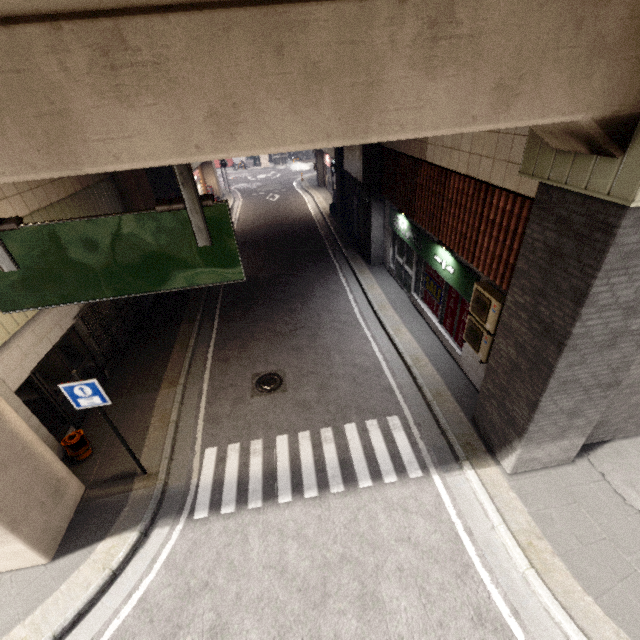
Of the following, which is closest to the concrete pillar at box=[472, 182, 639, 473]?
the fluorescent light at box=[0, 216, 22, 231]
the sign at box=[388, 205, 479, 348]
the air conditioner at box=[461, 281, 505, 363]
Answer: the air conditioner at box=[461, 281, 505, 363]

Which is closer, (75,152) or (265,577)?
(75,152)

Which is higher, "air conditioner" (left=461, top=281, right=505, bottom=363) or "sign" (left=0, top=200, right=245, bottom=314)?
"sign" (left=0, top=200, right=245, bottom=314)

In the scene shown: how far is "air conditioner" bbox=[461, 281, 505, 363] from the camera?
6.43m

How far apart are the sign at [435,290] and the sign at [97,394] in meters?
8.5

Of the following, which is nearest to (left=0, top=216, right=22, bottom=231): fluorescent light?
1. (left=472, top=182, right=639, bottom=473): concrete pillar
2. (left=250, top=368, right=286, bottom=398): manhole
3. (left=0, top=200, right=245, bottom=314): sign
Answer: (left=0, top=200, right=245, bottom=314): sign

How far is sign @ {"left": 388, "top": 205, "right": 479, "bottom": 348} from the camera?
7.8m

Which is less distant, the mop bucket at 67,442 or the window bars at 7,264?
the window bars at 7,264
